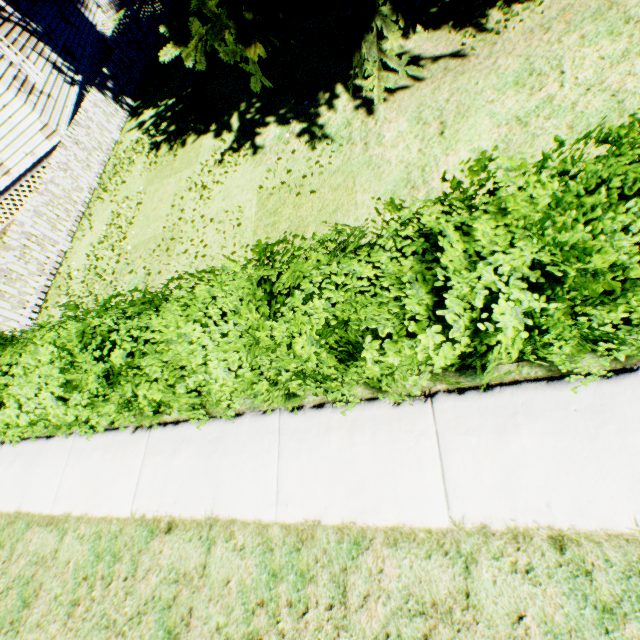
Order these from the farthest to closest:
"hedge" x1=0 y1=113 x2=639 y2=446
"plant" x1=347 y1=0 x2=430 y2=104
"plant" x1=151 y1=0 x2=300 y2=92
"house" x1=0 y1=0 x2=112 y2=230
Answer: "house" x1=0 y1=0 x2=112 y2=230 → "plant" x1=347 y1=0 x2=430 y2=104 → "plant" x1=151 y1=0 x2=300 y2=92 → "hedge" x1=0 y1=113 x2=639 y2=446

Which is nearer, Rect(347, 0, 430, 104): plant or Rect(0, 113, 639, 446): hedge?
Rect(0, 113, 639, 446): hedge

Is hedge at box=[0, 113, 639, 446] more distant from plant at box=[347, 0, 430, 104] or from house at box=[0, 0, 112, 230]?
house at box=[0, 0, 112, 230]

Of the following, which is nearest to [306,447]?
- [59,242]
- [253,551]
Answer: [253,551]

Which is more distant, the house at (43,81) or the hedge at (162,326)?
the house at (43,81)

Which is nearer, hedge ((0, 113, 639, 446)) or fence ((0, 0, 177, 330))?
hedge ((0, 113, 639, 446))

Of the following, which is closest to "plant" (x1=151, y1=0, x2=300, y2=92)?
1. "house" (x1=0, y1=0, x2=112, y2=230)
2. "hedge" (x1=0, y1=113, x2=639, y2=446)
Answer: "house" (x1=0, y1=0, x2=112, y2=230)

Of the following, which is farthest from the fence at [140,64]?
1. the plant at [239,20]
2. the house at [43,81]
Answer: the house at [43,81]
